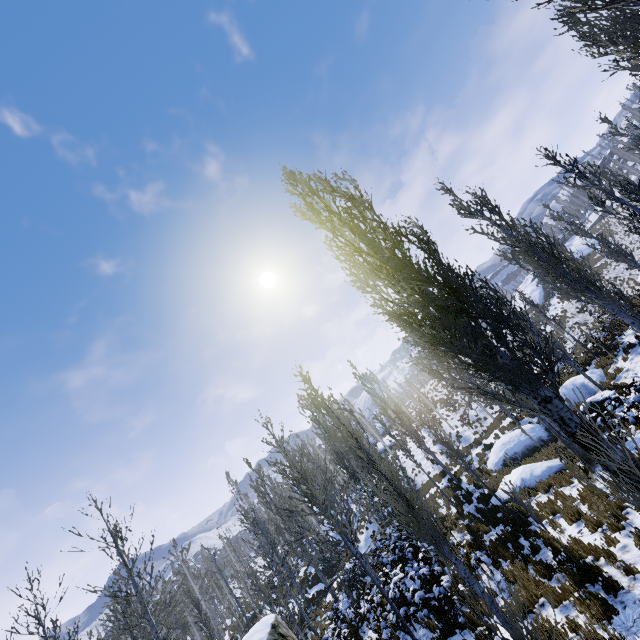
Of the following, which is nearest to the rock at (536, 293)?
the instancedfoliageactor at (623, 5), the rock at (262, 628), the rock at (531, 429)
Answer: the instancedfoliageactor at (623, 5)

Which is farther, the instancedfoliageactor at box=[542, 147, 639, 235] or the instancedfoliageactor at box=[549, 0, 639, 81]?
the instancedfoliageactor at box=[542, 147, 639, 235]

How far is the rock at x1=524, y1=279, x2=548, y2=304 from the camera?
50.3 meters

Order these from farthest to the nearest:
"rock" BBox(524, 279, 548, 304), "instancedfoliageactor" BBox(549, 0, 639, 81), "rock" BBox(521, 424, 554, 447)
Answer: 1. "rock" BBox(524, 279, 548, 304)
2. "rock" BBox(521, 424, 554, 447)
3. "instancedfoliageactor" BBox(549, 0, 639, 81)

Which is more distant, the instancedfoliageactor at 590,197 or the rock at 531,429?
the rock at 531,429

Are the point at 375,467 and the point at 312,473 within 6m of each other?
yes

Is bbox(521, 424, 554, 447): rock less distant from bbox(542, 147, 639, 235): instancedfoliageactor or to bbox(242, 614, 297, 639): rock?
bbox(542, 147, 639, 235): instancedfoliageactor

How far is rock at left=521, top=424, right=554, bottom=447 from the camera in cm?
1689
